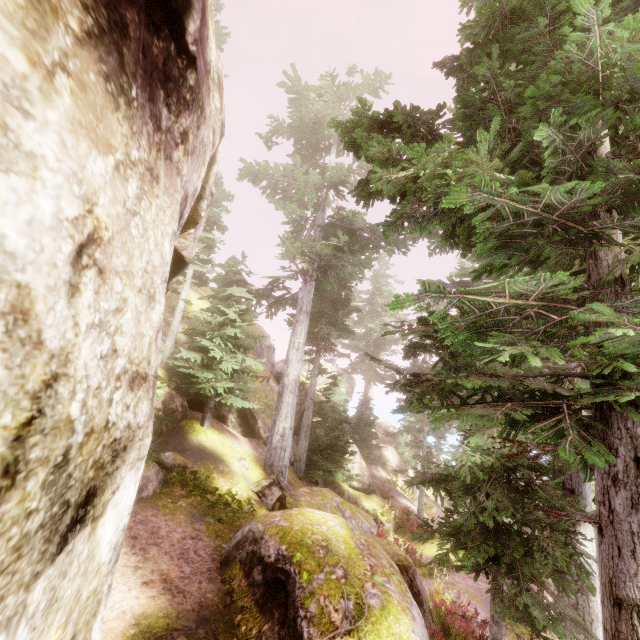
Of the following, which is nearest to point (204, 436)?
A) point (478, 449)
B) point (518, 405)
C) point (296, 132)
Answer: point (478, 449)

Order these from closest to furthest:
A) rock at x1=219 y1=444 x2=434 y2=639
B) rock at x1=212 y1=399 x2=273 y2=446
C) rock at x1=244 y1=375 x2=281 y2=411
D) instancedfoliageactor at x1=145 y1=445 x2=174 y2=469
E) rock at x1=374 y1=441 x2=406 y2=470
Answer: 1. rock at x1=219 y1=444 x2=434 y2=639
2. instancedfoliageactor at x1=145 y1=445 x2=174 y2=469
3. rock at x1=212 y1=399 x2=273 y2=446
4. rock at x1=244 y1=375 x2=281 y2=411
5. rock at x1=374 y1=441 x2=406 y2=470

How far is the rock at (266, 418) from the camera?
16.4m

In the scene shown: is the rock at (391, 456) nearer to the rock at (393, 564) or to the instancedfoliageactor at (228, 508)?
the instancedfoliageactor at (228, 508)

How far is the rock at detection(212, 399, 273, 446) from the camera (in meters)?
16.41

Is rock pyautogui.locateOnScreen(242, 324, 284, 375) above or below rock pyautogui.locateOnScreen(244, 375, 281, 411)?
above

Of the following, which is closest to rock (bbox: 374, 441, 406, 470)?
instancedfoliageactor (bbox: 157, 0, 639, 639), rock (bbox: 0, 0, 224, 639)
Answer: instancedfoliageactor (bbox: 157, 0, 639, 639)
